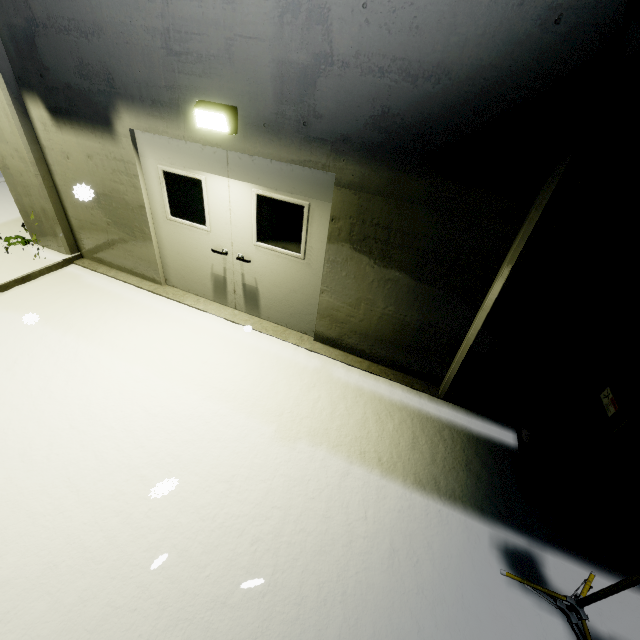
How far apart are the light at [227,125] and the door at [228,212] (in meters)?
0.16

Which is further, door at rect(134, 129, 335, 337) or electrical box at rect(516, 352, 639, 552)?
door at rect(134, 129, 335, 337)

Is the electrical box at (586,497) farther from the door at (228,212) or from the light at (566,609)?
the door at (228,212)

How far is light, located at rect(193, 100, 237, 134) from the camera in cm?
356

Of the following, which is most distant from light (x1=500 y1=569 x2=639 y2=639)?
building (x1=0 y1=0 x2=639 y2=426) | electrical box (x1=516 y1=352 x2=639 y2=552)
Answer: building (x1=0 y1=0 x2=639 y2=426)

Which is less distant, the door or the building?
the building

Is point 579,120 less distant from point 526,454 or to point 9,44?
point 526,454

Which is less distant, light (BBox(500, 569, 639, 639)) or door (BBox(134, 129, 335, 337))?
light (BBox(500, 569, 639, 639))
